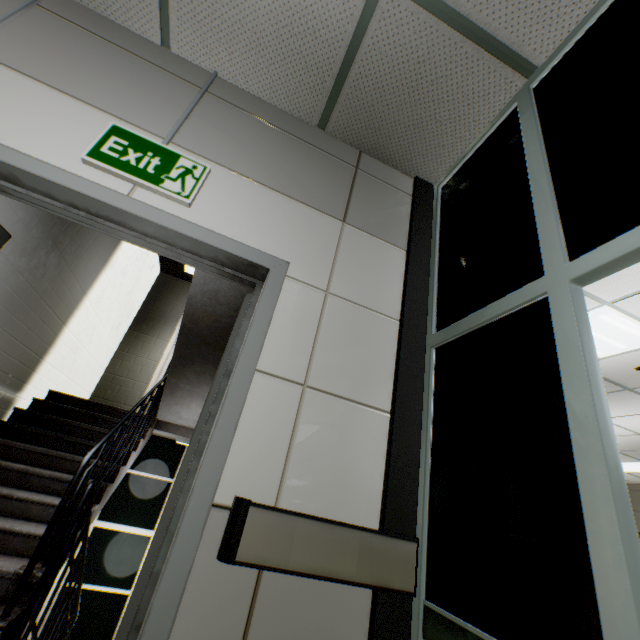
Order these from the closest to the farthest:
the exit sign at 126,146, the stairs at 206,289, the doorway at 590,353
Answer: the doorway at 590,353 → the exit sign at 126,146 → the stairs at 206,289

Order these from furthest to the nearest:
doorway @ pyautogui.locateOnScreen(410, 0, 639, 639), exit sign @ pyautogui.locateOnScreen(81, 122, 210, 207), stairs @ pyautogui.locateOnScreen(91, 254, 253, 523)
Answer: stairs @ pyautogui.locateOnScreen(91, 254, 253, 523), exit sign @ pyautogui.locateOnScreen(81, 122, 210, 207), doorway @ pyautogui.locateOnScreen(410, 0, 639, 639)

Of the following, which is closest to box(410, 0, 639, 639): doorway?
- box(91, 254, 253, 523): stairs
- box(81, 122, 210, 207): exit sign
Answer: box(91, 254, 253, 523): stairs

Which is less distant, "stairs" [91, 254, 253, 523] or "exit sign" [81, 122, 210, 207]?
"exit sign" [81, 122, 210, 207]

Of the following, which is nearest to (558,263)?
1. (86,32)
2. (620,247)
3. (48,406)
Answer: (620,247)

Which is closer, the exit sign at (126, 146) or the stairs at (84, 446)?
the exit sign at (126, 146)

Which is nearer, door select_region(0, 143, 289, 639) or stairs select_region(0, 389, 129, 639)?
door select_region(0, 143, 289, 639)

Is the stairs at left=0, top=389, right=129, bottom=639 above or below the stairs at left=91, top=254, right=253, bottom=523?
below
